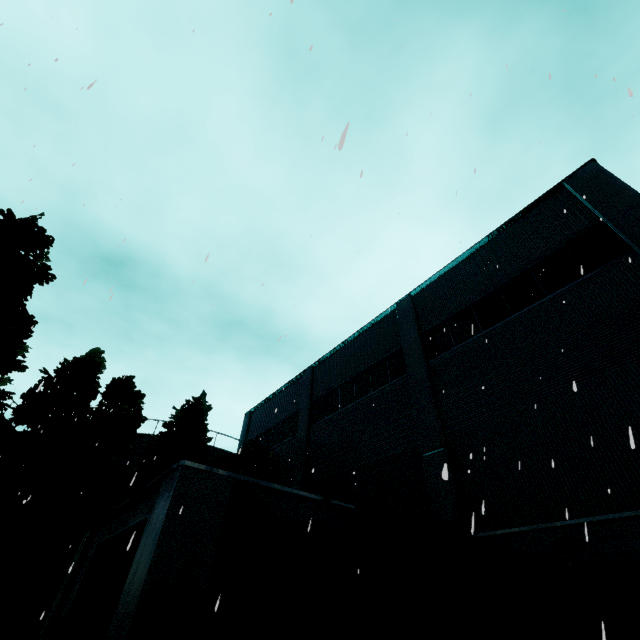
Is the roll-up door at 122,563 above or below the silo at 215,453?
below

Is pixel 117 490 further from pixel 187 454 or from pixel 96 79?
pixel 96 79

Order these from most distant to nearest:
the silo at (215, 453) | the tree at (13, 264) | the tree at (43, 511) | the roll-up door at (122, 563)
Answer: the silo at (215, 453), the tree at (43, 511), the tree at (13, 264), the roll-up door at (122, 563)

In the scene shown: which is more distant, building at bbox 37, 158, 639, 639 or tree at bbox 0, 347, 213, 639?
tree at bbox 0, 347, 213, 639

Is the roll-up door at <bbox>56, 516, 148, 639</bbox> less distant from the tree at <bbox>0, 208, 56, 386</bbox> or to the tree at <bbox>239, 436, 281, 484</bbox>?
the tree at <bbox>0, 208, 56, 386</bbox>

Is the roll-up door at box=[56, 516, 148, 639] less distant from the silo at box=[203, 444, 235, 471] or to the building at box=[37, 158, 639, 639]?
the building at box=[37, 158, 639, 639]

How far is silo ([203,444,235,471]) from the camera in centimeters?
2238cm

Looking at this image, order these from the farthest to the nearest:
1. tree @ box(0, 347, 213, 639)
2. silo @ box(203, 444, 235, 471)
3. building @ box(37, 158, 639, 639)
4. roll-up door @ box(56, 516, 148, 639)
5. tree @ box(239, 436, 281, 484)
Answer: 1. silo @ box(203, 444, 235, 471)
2. tree @ box(239, 436, 281, 484)
3. tree @ box(0, 347, 213, 639)
4. roll-up door @ box(56, 516, 148, 639)
5. building @ box(37, 158, 639, 639)
